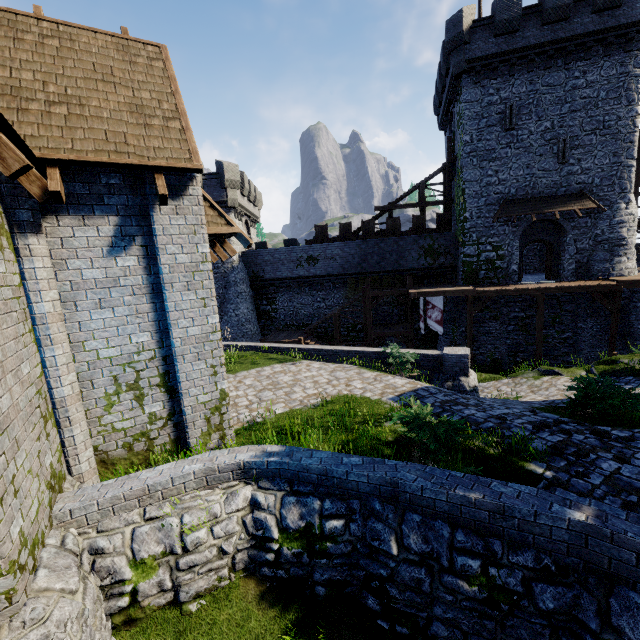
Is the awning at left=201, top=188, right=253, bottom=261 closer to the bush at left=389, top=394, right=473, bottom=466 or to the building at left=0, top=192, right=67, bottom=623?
the building at left=0, top=192, right=67, bottom=623

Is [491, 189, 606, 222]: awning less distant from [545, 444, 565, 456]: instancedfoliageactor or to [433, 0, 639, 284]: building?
[433, 0, 639, 284]: building

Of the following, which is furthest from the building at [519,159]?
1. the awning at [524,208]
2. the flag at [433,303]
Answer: the flag at [433,303]

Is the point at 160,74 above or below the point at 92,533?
above

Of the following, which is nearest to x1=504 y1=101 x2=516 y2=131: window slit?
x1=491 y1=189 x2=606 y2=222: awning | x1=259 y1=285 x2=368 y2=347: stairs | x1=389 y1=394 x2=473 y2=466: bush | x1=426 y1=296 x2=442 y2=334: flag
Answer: x1=491 y1=189 x2=606 y2=222: awning

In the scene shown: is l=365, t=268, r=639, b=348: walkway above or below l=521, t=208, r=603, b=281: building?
below

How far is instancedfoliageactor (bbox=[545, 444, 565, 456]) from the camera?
6.06m

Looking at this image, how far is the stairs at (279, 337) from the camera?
23.8 meters
